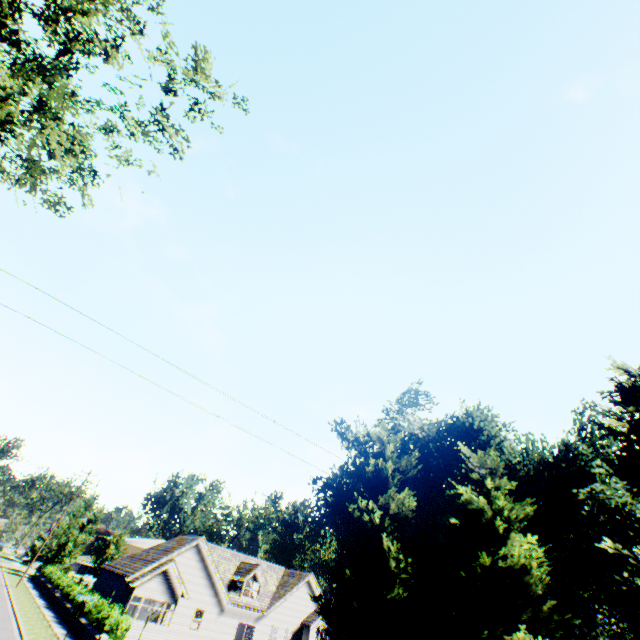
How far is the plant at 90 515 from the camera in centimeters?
5169cm

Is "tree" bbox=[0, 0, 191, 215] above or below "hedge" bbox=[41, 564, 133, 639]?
above

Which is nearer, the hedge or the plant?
the hedge

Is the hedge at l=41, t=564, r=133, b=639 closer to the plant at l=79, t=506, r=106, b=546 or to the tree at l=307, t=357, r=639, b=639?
the tree at l=307, t=357, r=639, b=639

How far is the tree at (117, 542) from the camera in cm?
4797

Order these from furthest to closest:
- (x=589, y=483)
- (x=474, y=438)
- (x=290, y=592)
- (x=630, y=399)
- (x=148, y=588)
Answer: (x=290, y=592) → (x=148, y=588) → (x=474, y=438) → (x=589, y=483) → (x=630, y=399)

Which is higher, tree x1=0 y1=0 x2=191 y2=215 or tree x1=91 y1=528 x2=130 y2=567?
tree x1=0 y1=0 x2=191 y2=215
